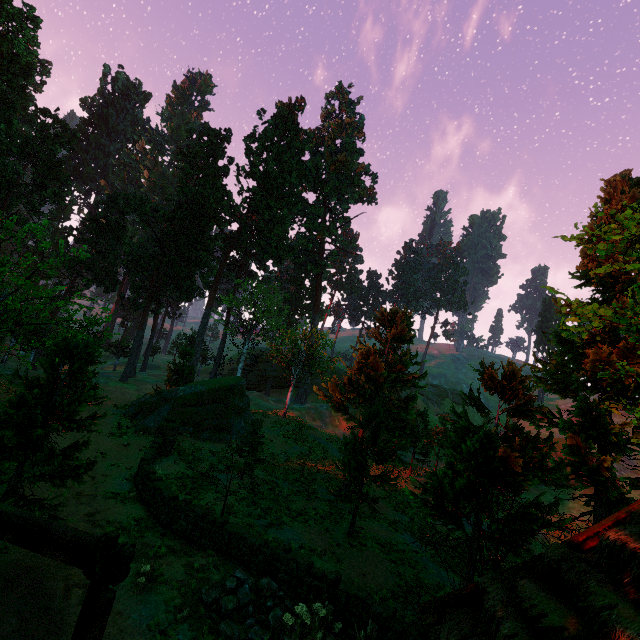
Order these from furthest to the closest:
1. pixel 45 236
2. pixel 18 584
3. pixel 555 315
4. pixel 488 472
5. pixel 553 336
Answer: pixel 45 236 < pixel 555 315 < pixel 553 336 < pixel 488 472 < pixel 18 584

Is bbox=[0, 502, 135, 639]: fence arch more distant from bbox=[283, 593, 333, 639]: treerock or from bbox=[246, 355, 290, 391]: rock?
bbox=[246, 355, 290, 391]: rock

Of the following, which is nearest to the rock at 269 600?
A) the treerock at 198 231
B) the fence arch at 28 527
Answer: the fence arch at 28 527

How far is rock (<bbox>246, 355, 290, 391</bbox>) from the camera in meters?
56.4 m

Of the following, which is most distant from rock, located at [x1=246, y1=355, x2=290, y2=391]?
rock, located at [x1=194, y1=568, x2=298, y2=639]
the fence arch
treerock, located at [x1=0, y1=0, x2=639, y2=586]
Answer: the fence arch

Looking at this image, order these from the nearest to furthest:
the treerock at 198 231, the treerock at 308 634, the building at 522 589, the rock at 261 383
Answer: the building at 522 589
the treerock at 308 634
the treerock at 198 231
the rock at 261 383

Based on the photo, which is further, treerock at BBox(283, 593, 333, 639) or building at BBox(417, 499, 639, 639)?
treerock at BBox(283, 593, 333, 639)

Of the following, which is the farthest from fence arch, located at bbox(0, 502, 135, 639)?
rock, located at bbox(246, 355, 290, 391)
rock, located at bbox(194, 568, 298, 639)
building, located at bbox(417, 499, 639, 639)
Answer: rock, located at bbox(246, 355, 290, 391)
